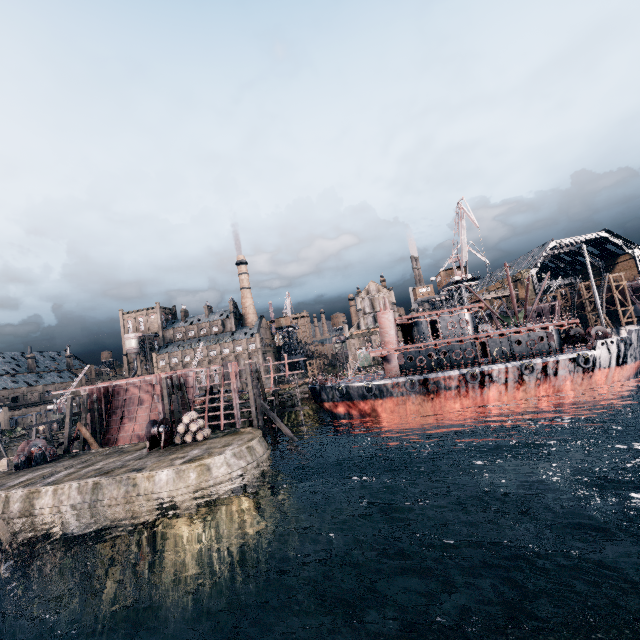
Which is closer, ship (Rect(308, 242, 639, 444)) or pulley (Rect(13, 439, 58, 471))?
pulley (Rect(13, 439, 58, 471))

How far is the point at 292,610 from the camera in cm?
1814

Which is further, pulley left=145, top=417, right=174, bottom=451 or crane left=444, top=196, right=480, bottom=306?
crane left=444, top=196, right=480, bottom=306

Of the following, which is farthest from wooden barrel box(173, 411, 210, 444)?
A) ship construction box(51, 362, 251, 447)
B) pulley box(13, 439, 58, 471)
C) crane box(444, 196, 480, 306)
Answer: crane box(444, 196, 480, 306)

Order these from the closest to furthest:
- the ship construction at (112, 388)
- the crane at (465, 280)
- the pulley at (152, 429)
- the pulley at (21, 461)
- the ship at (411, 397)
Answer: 1. the pulley at (152, 429)
2. the pulley at (21, 461)
3. the ship at (411, 397)
4. the ship construction at (112, 388)
5. the crane at (465, 280)

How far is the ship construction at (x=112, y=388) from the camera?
39.8m

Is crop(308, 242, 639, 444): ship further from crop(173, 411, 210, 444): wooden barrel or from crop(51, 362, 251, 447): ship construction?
crop(173, 411, 210, 444): wooden barrel

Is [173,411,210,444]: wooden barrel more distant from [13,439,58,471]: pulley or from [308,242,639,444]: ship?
[308,242,639,444]: ship
